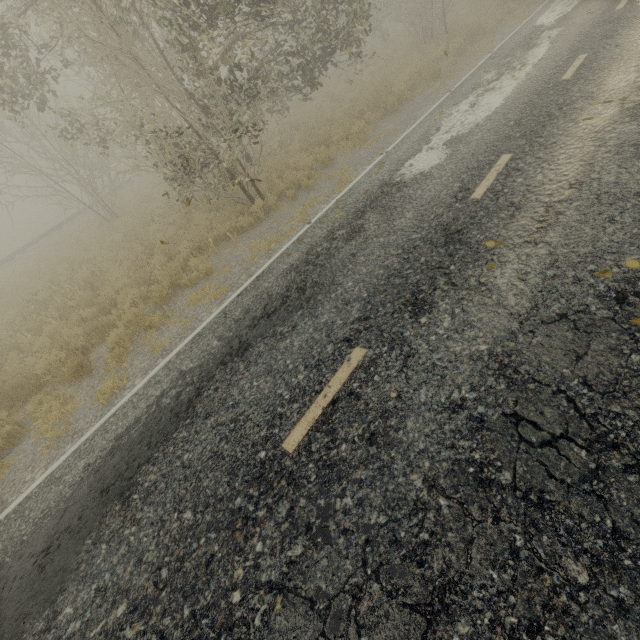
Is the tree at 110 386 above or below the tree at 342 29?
below

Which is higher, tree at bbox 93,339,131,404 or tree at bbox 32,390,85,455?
tree at bbox 93,339,131,404

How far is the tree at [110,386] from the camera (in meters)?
6.12

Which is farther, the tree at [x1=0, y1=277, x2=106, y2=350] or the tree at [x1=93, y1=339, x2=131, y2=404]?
the tree at [x1=0, y1=277, x2=106, y2=350]

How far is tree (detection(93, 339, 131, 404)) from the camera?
6.1 meters

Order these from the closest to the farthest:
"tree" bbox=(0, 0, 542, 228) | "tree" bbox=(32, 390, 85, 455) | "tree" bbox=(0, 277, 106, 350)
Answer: "tree" bbox=(32, 390, 85, 455) < "tree" bbox=(0, 0, 542, 228) < "tree" bbox=(0, 277, 106, 350)

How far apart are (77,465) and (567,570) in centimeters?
599cm
